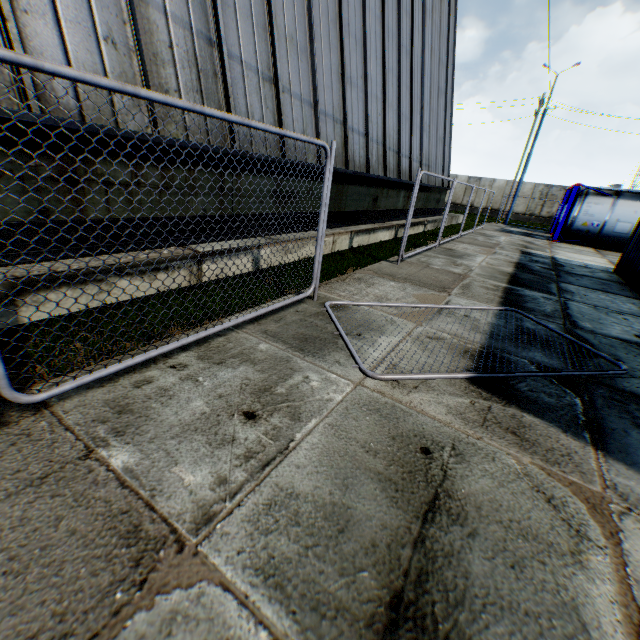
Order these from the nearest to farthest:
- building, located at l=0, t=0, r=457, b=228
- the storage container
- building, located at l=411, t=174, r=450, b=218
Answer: building, located at l=0, t=0, r=457, b=228 < the storage container < building, located at l=411, t=174, r=450, b=218

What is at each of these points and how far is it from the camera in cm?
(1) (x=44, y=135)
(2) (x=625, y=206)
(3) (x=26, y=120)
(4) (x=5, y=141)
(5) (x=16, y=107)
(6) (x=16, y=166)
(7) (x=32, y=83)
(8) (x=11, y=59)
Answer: (1) building, 367
(2) tank container, 1587
(3) building, 335
(4) building, 343
(5) building, 344
(6) building, 356
(7) building, 344
(8) metal fence, 161

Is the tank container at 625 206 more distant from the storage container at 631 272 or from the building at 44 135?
the storage container at 631 272

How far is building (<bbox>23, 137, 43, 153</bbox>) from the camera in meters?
3.6

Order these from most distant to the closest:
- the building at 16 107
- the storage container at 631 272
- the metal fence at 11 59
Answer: Result: the storage container at 631 272 → the building at 16 107 → the metal fence at 11 59

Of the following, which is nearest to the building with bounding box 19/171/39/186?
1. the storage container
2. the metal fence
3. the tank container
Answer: the metal fence
